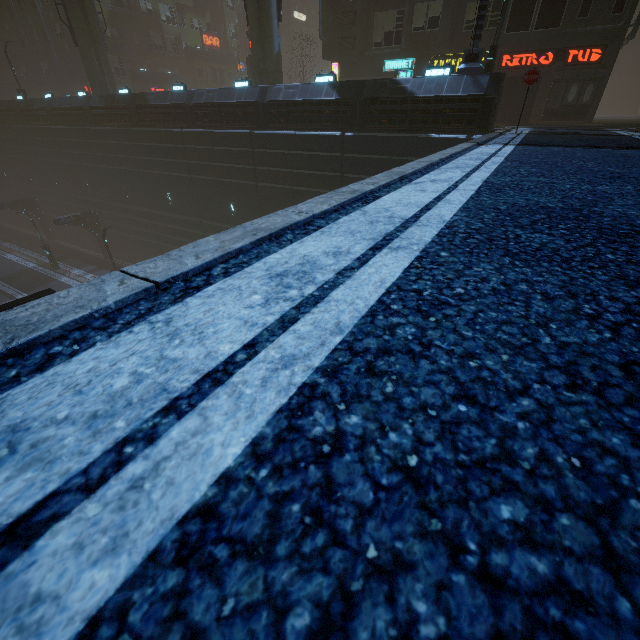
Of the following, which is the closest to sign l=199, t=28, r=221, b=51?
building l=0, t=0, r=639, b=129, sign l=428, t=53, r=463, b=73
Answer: building l=0, t=0, r=639, b=129

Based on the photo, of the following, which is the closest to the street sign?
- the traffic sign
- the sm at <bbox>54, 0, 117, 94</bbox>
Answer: the traffic sign

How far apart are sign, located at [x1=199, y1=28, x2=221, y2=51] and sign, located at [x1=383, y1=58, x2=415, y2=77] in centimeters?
3671cm

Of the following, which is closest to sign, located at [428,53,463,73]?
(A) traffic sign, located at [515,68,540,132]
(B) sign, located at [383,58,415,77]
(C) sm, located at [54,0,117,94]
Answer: (B) sign, located at [383,58,415,77]

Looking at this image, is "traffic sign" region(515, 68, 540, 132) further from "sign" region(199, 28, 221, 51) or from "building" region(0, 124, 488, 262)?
"sign" region(199, 28, 221, 51)

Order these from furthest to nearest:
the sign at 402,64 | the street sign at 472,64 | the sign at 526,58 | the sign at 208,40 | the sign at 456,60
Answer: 1. the sign at 208,40
2. the sign at 402,64
3. the sign at 456,60
4. the sign at 526,58
5. the street sign at 472,64

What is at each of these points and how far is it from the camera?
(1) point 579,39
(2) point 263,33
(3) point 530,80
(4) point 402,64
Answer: (1) building, 18.1 meters
(2) sm, 20.4 meters
(3) traffic sign, 10.7 meters
(4) sign, 22.6 meters

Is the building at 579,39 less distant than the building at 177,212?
Yes
